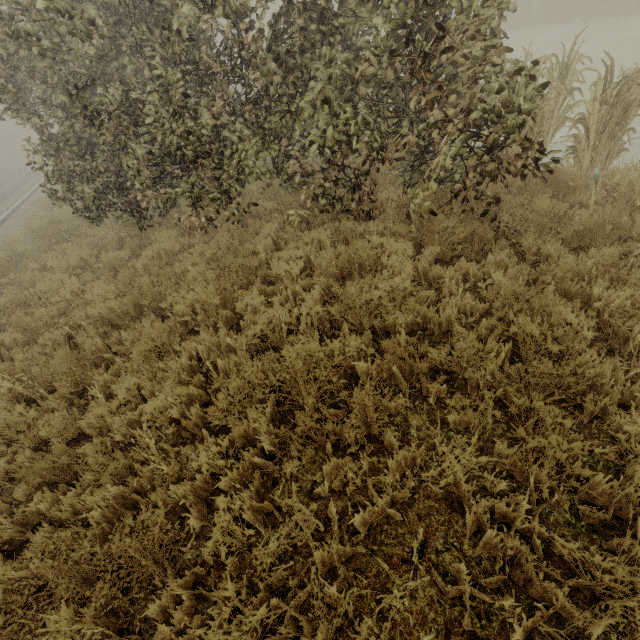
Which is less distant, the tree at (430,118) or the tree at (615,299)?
the tree at (615,299)

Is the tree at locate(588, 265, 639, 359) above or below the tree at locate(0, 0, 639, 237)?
below

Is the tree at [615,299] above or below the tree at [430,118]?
below

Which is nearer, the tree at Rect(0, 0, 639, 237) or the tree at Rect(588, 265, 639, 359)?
the tree at Rect(588, 265, 639, 359)

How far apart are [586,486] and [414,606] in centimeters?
144cm
